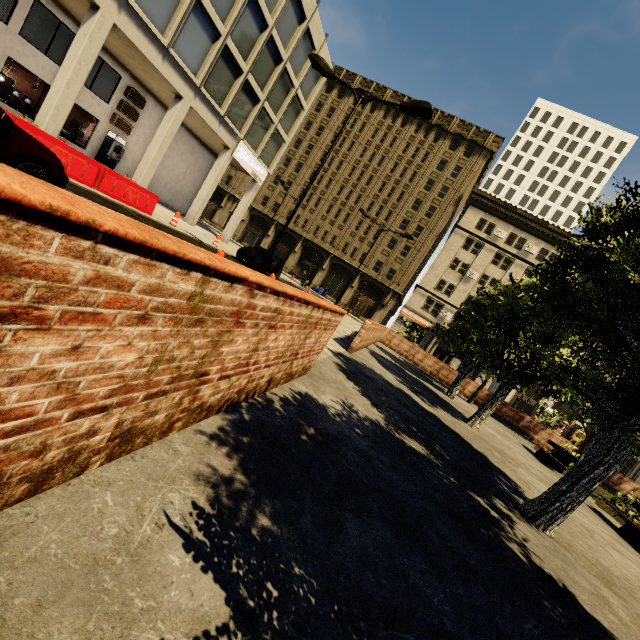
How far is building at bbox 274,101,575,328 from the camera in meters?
40.2 m

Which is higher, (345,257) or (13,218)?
(345,257)

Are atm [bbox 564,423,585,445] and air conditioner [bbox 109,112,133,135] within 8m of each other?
no

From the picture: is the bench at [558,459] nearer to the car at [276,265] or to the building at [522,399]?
the car at [276,265]

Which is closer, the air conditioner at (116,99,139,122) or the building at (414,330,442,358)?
the air conditioner at (116,99,139,122)

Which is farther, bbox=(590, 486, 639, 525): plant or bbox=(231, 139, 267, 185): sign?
bbox=(231, 139, 267, 185): sign

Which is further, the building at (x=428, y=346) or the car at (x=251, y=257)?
the building at (x=428, y=346)

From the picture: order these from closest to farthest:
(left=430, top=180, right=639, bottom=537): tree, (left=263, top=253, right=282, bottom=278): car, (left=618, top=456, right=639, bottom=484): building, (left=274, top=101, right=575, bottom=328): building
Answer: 1. (left=430, top=180, right=639, bottom=537): tree
2. (left=263, top=253, right=282, bottom=278): car
3. (left=618, top=456, right=639, bottom=484): building
4. (left=274, top=101, right=575, bottom=328): building
